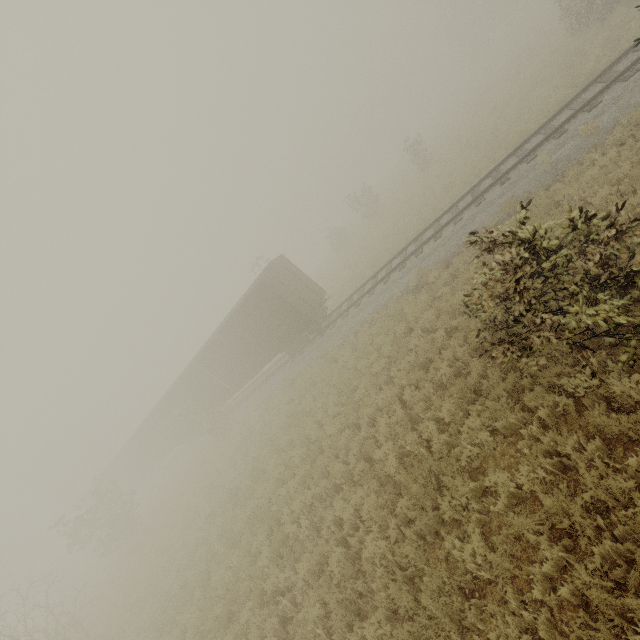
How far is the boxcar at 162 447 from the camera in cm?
1789

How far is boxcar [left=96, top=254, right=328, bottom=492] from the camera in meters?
17.9 m

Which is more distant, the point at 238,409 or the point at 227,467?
the point at 238,409
